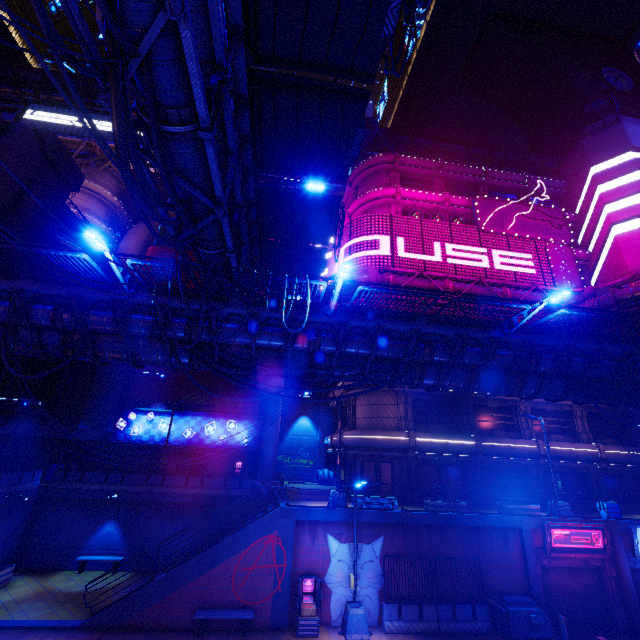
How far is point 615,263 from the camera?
29.6 meters

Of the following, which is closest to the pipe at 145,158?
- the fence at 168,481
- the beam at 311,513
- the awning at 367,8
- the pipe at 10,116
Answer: the awning at 367,8

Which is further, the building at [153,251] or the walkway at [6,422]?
the building at [153,251]

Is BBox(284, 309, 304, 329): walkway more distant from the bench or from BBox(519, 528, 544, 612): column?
the bench

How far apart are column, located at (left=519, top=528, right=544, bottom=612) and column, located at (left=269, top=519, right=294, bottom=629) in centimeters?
1190cm

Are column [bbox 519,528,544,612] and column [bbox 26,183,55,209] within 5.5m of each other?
no

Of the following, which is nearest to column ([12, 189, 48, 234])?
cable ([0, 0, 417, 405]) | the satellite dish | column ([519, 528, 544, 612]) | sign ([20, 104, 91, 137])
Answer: cable ([0, 0, 417, 405])

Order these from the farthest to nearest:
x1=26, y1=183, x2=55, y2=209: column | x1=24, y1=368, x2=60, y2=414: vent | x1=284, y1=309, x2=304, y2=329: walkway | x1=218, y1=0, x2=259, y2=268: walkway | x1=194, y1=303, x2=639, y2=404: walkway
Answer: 1. x1=26, y1=183, x2=55, y2=209: column
2. x1=24, y1=368, x2=60, y2=414: vent
3. x1=194, y1=303, x2=639, y2=404: walkway
4. x1=284, y1=309, x2=304, y2=329: walkway
5. x1=218, y1=0, x2=259, y2=268: walkway
